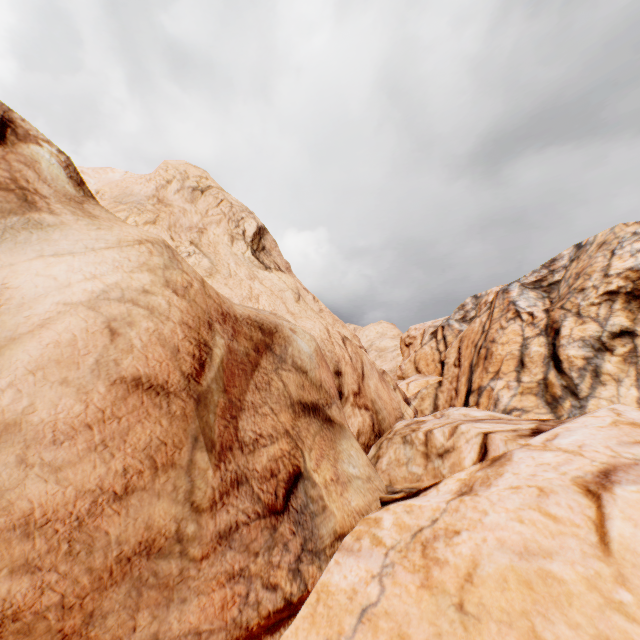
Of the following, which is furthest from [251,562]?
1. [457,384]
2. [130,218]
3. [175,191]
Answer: [457,384]
